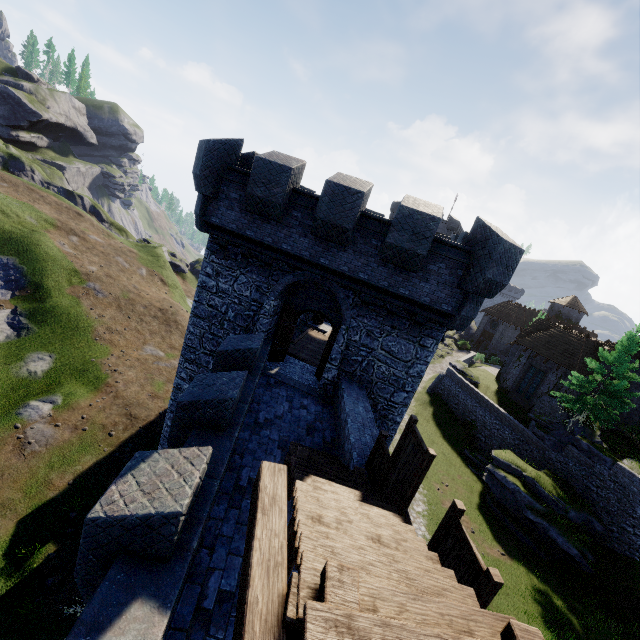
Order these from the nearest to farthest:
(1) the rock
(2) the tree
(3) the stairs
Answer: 1. (3) the stairs
2. (2) the tree
3. (1) the rock

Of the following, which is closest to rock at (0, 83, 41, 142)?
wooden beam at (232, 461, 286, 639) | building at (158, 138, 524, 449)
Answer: building at (158, 138, 524, 449)

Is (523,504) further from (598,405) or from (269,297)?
(269,297)

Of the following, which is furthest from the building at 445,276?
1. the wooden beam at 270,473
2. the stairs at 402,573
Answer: the wooden beam at 270,473

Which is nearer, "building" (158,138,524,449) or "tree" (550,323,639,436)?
"building" (158,138,524,449)

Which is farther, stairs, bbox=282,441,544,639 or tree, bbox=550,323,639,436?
tree, bbox=550,323,639,436

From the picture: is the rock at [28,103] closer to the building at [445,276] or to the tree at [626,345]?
the building at [445,276]

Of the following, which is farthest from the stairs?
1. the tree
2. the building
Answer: the tree
